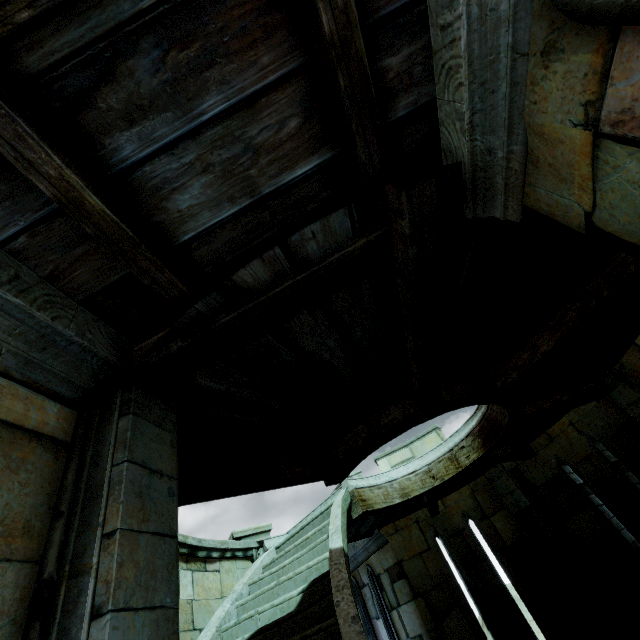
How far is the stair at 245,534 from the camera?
7.0 meters

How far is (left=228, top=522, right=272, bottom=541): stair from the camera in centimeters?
699cm

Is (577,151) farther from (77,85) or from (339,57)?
(77,85)
